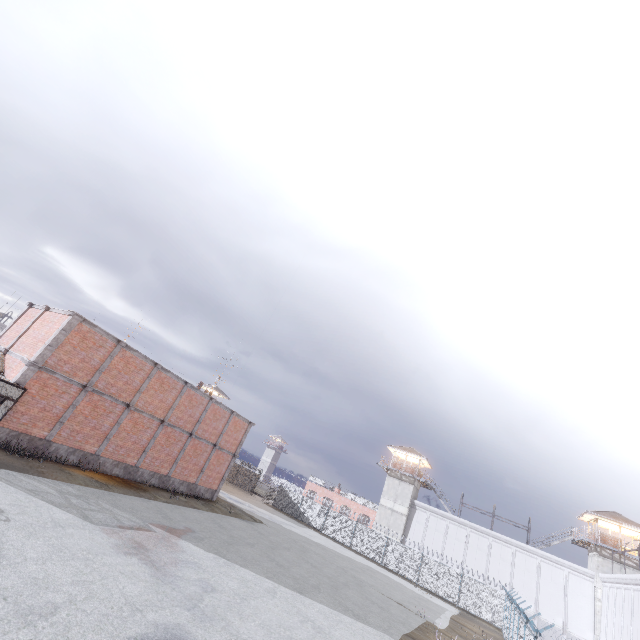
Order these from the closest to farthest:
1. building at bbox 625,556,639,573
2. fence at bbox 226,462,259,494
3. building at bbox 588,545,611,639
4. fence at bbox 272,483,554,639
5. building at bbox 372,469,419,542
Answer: fence at bbox 272,483,554,639
building at bbox 588,545,611,639
building at bbox 625,556,639,573
building at bbox 372,469,419,542
fence at bbox 226,462,259,494

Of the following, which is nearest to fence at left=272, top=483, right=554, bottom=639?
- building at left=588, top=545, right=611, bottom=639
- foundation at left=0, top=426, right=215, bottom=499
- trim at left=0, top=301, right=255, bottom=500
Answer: building at left=588, top=545, right=611, bottom=639

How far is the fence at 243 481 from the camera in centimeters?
4744cm

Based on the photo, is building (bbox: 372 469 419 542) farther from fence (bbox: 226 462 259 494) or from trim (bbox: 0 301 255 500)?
trim (bbox: 0 301 255 500)

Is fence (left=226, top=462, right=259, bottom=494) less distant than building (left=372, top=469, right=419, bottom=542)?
No

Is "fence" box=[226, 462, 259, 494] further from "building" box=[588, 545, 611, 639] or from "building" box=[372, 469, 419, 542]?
"building" box=[588, 545, 611, 639]

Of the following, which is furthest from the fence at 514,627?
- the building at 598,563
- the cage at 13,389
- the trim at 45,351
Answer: the trim at 45,351

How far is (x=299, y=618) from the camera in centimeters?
1189cm
